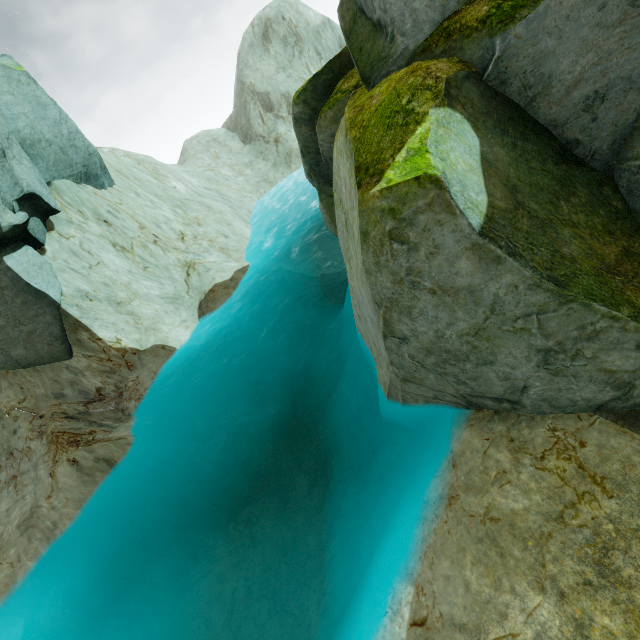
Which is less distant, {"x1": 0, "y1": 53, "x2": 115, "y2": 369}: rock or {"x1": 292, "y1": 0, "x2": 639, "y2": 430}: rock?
{"x1": 292, "y1": 0, "x2": 639, "y2": 430}: rock

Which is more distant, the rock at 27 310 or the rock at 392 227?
the rock at 27 310

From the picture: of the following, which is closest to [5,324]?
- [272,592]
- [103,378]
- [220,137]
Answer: [103,378]
